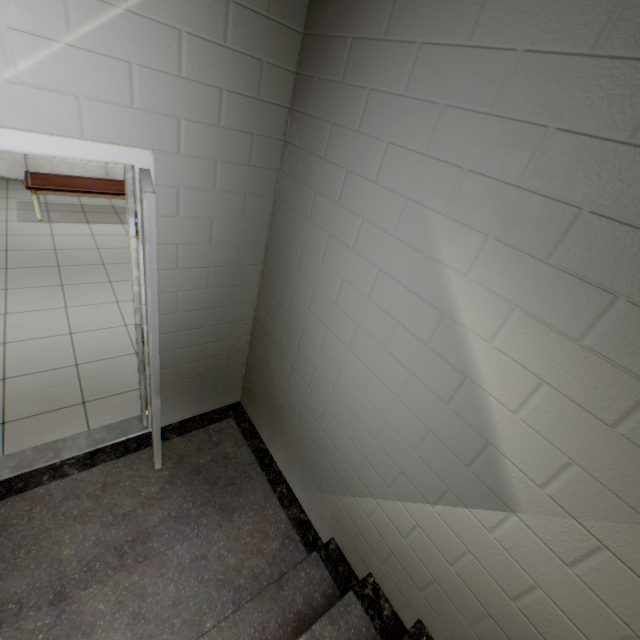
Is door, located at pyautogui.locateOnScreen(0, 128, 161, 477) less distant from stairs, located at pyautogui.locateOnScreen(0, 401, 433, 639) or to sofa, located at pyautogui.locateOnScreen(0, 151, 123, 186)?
stairs, located at pyautogui.locateOnScreen(0, 401, 433, 639)

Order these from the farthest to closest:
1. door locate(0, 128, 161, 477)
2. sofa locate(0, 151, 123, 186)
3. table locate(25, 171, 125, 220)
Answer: sofa locate(0, 151, 123, 186) < table locate(25, 171, 125, 220) < door locate(0, 128, 161, 477)

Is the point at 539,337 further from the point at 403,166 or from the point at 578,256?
the point at 403,166

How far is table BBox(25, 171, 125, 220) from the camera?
4.9m

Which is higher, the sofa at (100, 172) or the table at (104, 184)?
the table at (104, 184)

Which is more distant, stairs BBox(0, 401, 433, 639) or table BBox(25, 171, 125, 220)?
table BBox(25, 171, 125, 220)

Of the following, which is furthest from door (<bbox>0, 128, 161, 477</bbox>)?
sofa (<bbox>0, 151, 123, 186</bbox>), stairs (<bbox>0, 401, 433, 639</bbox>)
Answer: sofa (<bbox>0, 151, 123, 186</bbox>)

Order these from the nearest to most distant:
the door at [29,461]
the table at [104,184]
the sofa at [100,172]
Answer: the door at [29,461] < the table at [104,184] < the sofa at [100,172]
